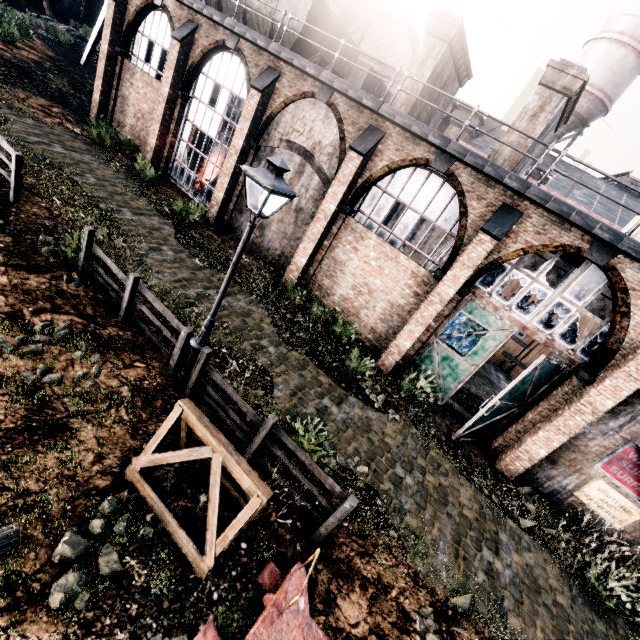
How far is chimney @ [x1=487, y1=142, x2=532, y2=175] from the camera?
13.50m

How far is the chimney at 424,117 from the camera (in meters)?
15.09

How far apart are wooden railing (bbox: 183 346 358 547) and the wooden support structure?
0.70m

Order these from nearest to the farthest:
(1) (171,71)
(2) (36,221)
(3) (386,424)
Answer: (2) (36,221) < (3) (386,424) < (1) (171,71)

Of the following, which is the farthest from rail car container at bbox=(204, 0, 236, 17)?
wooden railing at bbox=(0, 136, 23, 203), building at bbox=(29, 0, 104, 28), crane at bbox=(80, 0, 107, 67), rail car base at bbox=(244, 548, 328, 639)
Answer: rail car base at bbox=(244, 548, 328, 639)

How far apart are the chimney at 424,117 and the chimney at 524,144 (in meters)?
3.81

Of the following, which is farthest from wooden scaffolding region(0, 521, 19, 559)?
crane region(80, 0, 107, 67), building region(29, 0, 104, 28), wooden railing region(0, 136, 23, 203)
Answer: building region(29, 0, 104, 28)

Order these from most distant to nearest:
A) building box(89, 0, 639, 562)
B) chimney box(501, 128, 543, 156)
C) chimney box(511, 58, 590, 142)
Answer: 1. chimney box(501, 128, 543, 156)
2. chimney box(511, 58, 590, 142)
3. building box(89, 0, 639, 562)
